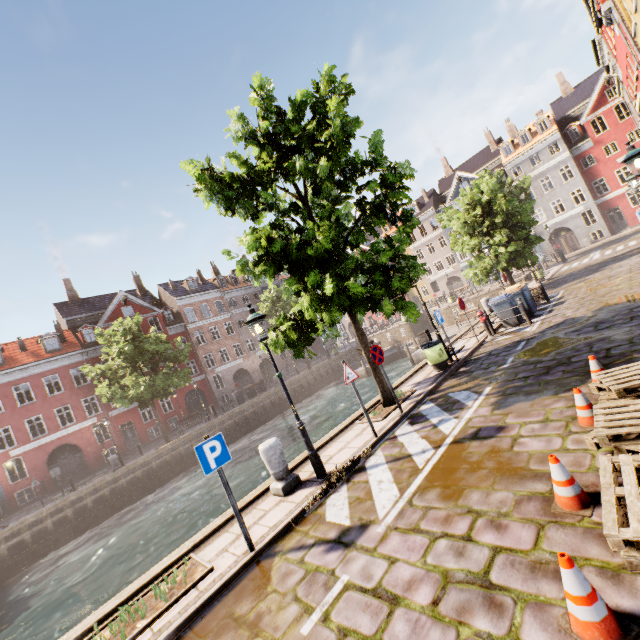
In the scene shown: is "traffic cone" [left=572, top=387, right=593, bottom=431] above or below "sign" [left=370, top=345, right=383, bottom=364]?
below

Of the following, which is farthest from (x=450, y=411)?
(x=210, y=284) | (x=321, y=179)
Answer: (x=210, y=284)

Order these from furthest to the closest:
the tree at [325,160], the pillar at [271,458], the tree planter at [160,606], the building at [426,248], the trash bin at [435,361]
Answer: the building at [426,248], the trash bin at [435,361], the tree at [325,160], the pillar at [271,458], the tree planter at [160,606]

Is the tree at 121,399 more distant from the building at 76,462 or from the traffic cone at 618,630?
the traffic cone at 618,630

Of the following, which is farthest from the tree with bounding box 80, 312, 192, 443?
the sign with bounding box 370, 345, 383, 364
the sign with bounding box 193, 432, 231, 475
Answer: the sign with bounding box 193, 432, 231, 475

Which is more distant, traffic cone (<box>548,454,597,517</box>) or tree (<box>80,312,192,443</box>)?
tree (<box>80,312,192,443</box>)

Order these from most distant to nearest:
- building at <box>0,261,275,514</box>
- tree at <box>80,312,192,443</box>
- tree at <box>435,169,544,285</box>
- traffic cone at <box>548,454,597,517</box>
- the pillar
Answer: building at <box>0,261,275,514</box> → tree at <box>80,312,192,443</box> → tree at <box>435,169,544,285</box> → the pillar → traffic cone at <box>548,454,597,517</box>

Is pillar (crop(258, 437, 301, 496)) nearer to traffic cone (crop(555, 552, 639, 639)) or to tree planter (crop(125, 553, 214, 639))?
tree planter (crop(125, 553, 214, 639))
